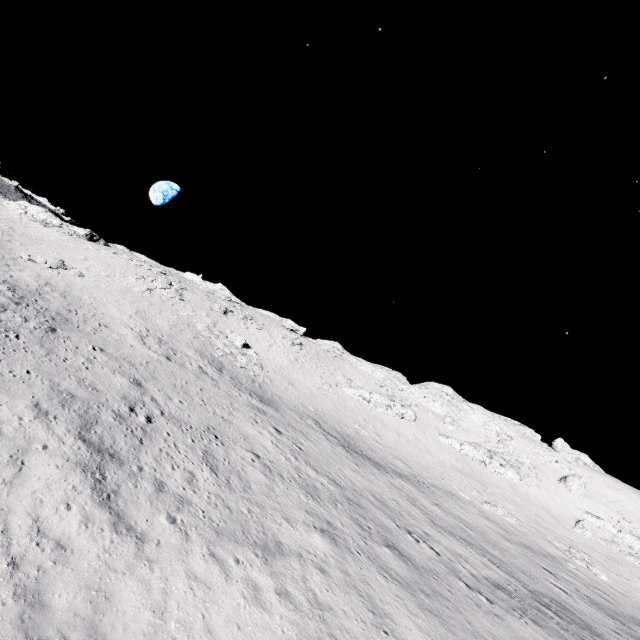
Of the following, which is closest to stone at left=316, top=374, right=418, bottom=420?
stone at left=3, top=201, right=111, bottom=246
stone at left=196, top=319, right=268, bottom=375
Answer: stone at left=196, top=319, right=268, bottom=375

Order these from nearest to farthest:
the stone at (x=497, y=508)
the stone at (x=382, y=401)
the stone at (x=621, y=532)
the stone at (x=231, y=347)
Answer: the stone at (x=497, y=508) < the stone at (x=621, y=532) < the stone at (x=231, y=347) < the stone at (x=382, y=401)

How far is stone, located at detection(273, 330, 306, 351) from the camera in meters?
52.9

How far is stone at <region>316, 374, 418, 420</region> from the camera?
48.2 meters

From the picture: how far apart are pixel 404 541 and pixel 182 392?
16.1 meters

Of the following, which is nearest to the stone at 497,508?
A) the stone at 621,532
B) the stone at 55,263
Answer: the stone at 621,532

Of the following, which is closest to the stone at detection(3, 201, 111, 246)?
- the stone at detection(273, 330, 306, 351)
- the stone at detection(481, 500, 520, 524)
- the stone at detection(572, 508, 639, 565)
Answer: the stone at detection(273, 330, 306, 351)

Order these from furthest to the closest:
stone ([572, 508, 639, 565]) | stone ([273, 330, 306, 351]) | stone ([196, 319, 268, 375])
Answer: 1. stone ([273, 330, 306, 351])
2. stone ([196, 319, 268, 375])
3. stone ([572, 508, 639, 565])
